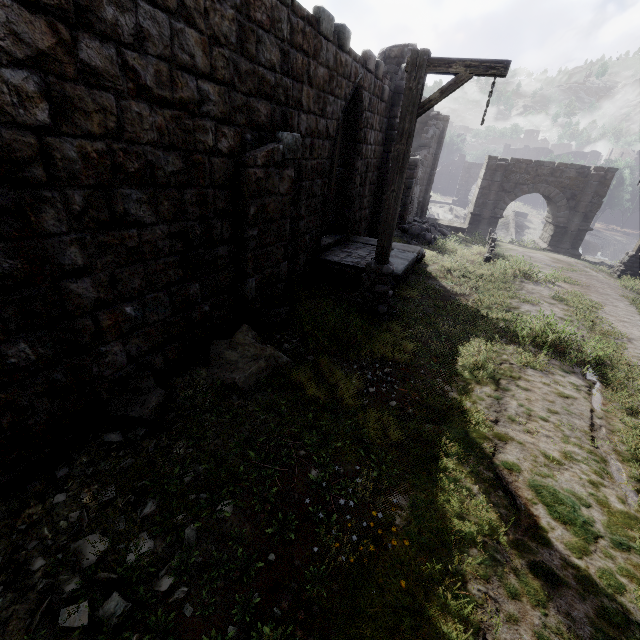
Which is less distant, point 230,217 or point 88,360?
point 88,360

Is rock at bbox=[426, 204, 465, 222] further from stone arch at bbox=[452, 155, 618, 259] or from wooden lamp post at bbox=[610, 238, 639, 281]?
wooden lamp post at bbox=[610, 238, 639, 281]

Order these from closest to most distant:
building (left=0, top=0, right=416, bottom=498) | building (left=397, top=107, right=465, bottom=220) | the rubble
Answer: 1. building (left=0, top=0, right=416, bottom=498)
2. the rubble
3. building (left=397, top=107, right=465, bottom=220)

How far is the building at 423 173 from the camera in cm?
1709

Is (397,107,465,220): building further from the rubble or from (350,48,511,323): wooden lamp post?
(350,48,511,323): wooden lamp post

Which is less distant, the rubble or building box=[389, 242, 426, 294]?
building box=[389, 242, 426, 294]

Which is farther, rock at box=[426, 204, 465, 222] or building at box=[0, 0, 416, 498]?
rock at box=[426, 204, 465, 222]

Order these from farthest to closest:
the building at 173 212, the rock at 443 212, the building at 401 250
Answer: the rock at 443 212
the building at 401 250
the building at 173 212
